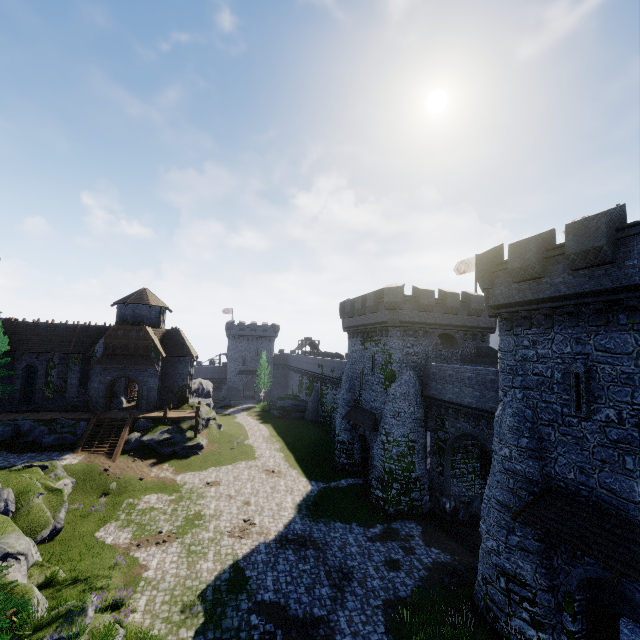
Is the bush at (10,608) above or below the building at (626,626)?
above

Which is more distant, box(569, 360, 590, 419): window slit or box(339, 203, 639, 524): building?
box(569, 360, 590, 419): window slit

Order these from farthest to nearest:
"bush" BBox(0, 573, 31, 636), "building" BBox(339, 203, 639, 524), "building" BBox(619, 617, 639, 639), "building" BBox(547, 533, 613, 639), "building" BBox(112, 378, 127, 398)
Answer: "building" BBox(112, 378, 127, 398), "building" BBox(619, 617, 639, 639), "building" BBox(547, 533, 613, 639), "building" BBox(339, 203, 639, 524), "bush" BBox(0, 573, 31, 636)

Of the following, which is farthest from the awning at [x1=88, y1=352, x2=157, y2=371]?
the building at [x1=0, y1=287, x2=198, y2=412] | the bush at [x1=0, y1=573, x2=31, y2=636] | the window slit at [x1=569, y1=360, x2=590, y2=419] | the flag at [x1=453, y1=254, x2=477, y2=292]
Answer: the window slit at [x1=569, y1=360, x2=590, y2=419]

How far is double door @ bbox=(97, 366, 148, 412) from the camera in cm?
3284

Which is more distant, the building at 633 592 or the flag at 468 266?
the flag at 468 266

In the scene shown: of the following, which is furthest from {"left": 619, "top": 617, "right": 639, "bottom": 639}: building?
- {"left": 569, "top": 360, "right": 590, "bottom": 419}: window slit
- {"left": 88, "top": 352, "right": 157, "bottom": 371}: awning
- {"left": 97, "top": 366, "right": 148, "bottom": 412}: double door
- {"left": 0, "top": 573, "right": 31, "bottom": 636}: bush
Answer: {"left": 97, "top": 366, "right": 148, "bottom": 412}: double door

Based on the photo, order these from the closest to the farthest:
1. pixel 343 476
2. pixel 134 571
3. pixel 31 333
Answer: pixel 134 571, pixel 343 476, pixel 31 333
